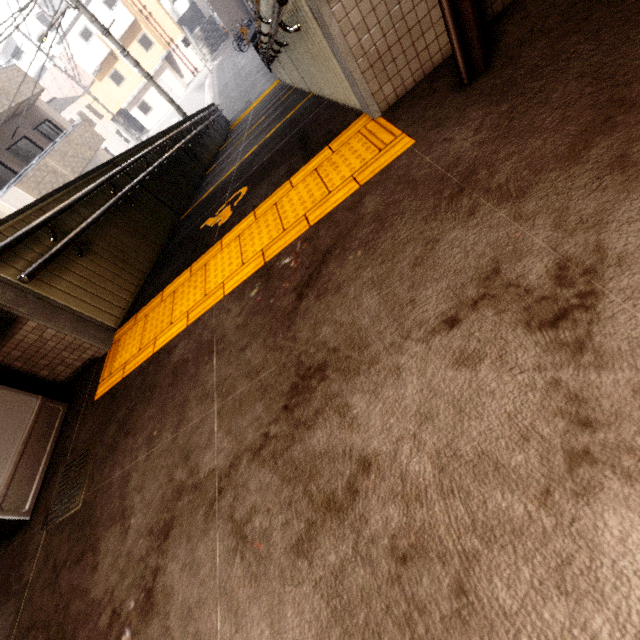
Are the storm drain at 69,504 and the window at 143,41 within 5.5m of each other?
no

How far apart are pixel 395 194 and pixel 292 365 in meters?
1.0 m

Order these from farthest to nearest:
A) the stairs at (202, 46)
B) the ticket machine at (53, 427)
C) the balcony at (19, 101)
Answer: the stairs at (202, 46) < the balcony at (19, 101) < the ticket machine at (53, 427)

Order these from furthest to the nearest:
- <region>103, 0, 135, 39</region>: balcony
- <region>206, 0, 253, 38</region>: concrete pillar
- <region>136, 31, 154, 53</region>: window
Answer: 1. <region>136, 31, 154, 53</region>: window
2. <region>103, 0, 135, 39</region>: balcony
3. <region>206, 0, 253, 38</region>: concrete pillar

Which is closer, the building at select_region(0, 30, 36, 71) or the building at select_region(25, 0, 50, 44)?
the building at select_region(25, 0, 50, 44)

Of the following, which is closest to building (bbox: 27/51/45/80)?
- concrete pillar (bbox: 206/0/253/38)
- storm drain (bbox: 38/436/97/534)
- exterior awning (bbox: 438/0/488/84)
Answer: concrete pillar (bbox: 206/0/253/38)

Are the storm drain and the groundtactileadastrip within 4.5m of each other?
yes

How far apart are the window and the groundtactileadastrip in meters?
40.6
